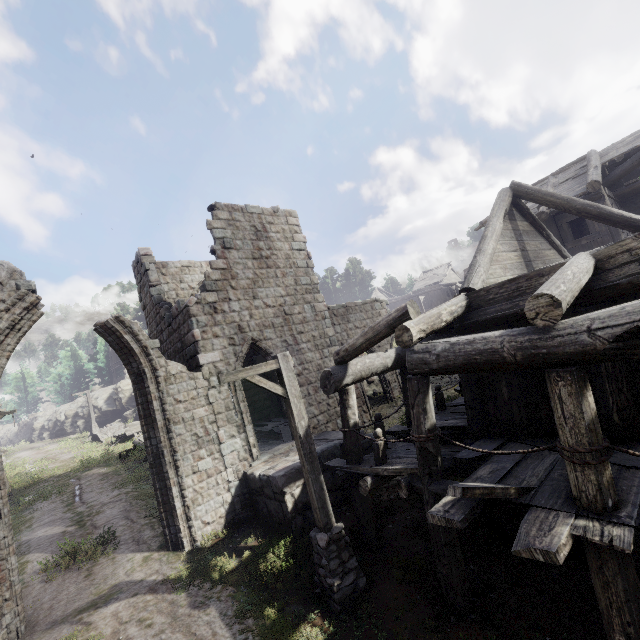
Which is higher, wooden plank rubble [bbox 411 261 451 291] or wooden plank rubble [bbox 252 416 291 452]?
wooden plank rubble [bbox 411 261 451 291]

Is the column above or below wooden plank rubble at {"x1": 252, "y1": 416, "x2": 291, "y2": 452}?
below

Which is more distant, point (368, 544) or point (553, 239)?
point (553, 239)

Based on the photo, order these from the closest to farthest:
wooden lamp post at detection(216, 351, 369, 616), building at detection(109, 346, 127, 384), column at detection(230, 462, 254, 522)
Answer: wooden lamp post at detection(216, 351, 369, 616) < column at detection(230, 462, 254, 522) < building at detection(109, 346, 127, 384)

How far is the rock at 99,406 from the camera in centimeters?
3722cm

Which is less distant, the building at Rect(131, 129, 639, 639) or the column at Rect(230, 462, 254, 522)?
the building at Rect(131, 129, 639, 639)

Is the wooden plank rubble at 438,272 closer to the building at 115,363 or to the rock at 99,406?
the rock at 99,406

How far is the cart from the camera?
25.1 meters
